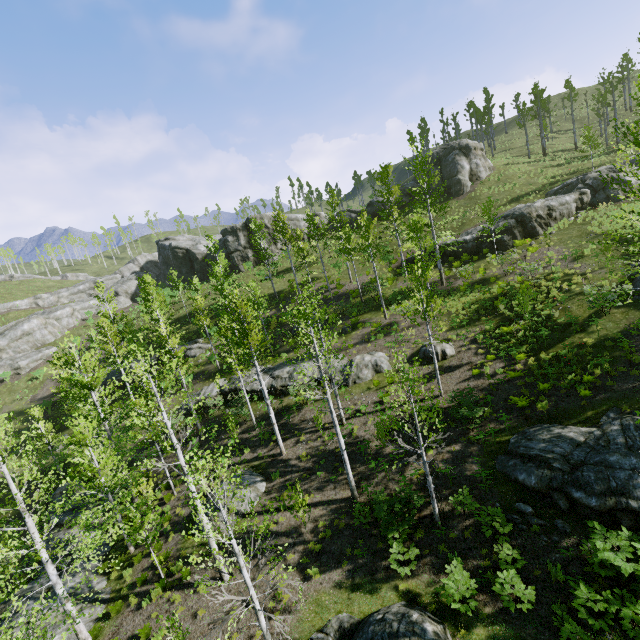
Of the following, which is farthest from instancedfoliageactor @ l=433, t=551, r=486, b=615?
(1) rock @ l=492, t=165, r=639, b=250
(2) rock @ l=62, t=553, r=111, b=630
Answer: (1) rock @ l=492, t=165, r=639, b=250

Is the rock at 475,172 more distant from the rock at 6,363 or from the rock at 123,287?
the rock at 6,363

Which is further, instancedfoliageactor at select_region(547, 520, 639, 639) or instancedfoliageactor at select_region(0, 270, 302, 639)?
instancedfoliageactor at select_region(0, 270, 302, 639)

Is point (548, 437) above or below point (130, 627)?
above

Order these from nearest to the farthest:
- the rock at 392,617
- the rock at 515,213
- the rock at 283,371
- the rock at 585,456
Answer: the rock at 392,617
the rock at 585,456
the rock at 283,371
the rock at 515,213

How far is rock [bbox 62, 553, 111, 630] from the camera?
13.7m

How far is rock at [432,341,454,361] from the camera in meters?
20.1 m

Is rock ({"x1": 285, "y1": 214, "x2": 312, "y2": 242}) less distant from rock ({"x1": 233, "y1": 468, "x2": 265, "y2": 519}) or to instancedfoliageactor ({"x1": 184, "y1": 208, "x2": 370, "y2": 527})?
instancedfoliageactor ({"x1": 184, "y1": 208, "x2": 370, "y2": 527})
